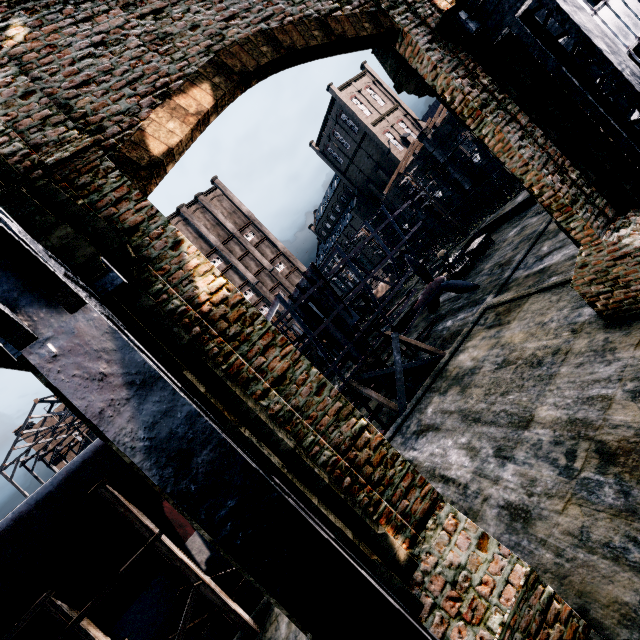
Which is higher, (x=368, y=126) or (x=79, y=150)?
(x=368, y=126)

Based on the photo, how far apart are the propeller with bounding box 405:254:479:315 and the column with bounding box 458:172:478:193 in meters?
22.4

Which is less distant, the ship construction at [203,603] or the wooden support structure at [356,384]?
the ship construction at [203,603]

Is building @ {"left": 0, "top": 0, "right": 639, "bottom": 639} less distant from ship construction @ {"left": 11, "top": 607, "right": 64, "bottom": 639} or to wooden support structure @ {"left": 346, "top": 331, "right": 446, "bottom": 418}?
ship construction @ {"left": 11, "top": 607, "right": 64, "bottom": 639}

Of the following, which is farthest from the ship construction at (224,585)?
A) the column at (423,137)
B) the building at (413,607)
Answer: the column at (423,137)

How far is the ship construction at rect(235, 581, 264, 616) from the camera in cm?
1320

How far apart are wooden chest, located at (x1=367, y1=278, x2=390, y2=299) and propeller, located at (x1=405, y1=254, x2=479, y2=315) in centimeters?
1970cm

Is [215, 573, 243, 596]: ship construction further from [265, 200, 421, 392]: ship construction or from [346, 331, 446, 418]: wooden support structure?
[346, 331, 446, 418]: wooden support structure
